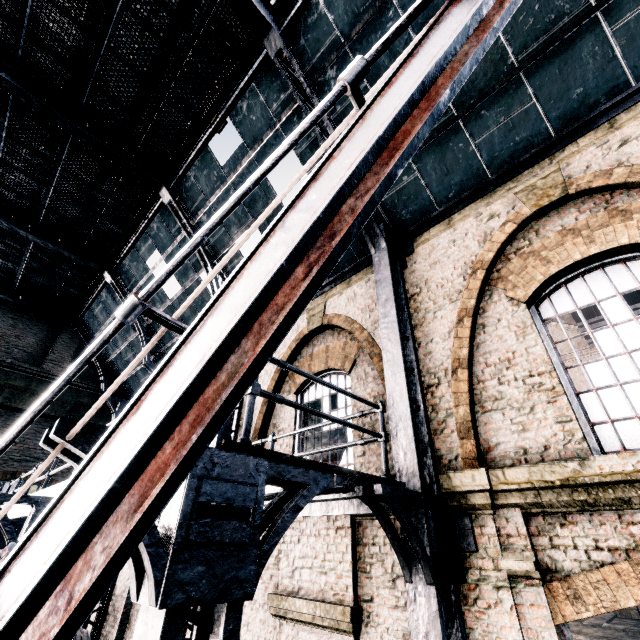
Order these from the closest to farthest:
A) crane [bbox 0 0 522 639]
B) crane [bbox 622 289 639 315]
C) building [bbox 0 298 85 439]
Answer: crane [bbox 0 0 522 639], building [bbox 0 298 85 439], crane [bbox 622 289 639 315]

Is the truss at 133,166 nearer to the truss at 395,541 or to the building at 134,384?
the building at 134,384

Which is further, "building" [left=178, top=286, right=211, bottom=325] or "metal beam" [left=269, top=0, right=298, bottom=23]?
"building" [left=178, top=286, right=211, bottom=325]

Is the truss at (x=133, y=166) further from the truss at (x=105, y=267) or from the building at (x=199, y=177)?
the truss at (x=105, y=267)

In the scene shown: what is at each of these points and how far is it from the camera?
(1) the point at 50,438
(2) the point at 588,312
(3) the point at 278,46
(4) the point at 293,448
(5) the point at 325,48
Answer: (1) truss, 2.2 meters
(2) crane, 23.3 meters
(3) truss, 7.6 meters
(4) building, 8.2 meters
(5) building, 7.5 meters

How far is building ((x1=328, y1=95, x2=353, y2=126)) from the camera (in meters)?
7.66
